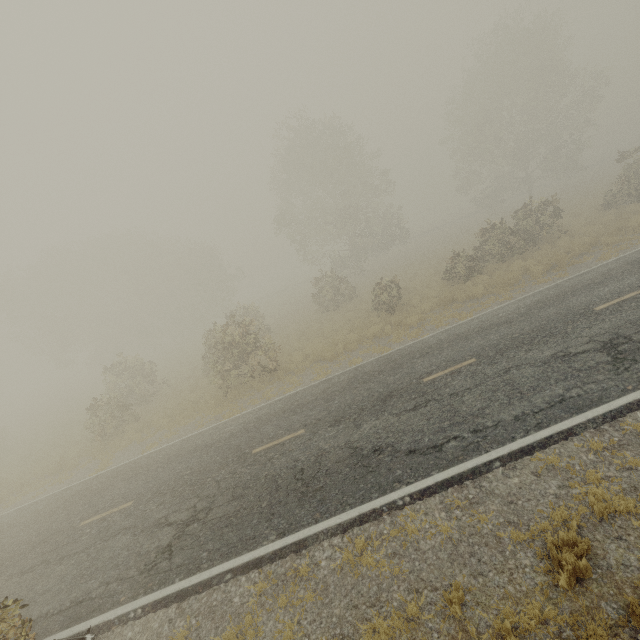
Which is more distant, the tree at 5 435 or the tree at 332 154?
the tree at 332 154

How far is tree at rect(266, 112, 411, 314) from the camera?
30.1m

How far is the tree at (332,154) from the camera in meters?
30.1 m

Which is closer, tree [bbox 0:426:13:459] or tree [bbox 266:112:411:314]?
tree [bbox 0:426:13:459]

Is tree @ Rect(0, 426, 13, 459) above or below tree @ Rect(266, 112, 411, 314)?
below

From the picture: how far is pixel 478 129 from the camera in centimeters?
3319cm
